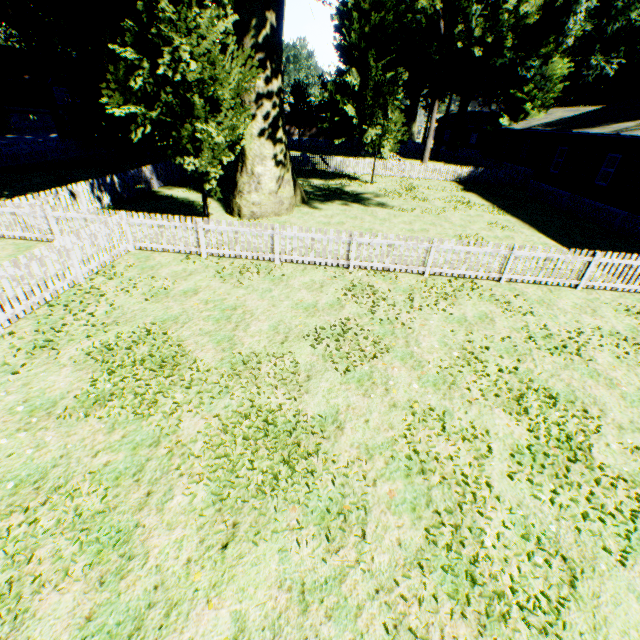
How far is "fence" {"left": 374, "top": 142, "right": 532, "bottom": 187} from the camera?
28.45m

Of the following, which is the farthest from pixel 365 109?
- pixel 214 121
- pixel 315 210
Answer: pixel 214 121

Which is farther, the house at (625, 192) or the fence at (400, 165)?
the fence at (400, 165)

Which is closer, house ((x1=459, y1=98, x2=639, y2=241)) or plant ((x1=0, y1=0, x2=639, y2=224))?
plant ((x1=0, y1=0, x2=639, y2=224))

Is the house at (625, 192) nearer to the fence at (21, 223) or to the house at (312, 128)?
the fence at (21, 223)

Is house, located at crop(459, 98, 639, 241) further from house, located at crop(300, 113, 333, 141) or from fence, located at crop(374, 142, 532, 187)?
house, located at crop(300, 113, 333, 141)

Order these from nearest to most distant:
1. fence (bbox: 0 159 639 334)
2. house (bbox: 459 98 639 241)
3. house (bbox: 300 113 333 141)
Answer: fence (bbox: 0 159 639 334) < house (bbox: 459 98 639 241) < house (bbox: 300 113 333 141)

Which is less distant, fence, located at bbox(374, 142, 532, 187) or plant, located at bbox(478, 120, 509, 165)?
fence, located at bbox(374, 142, 532, 187)
